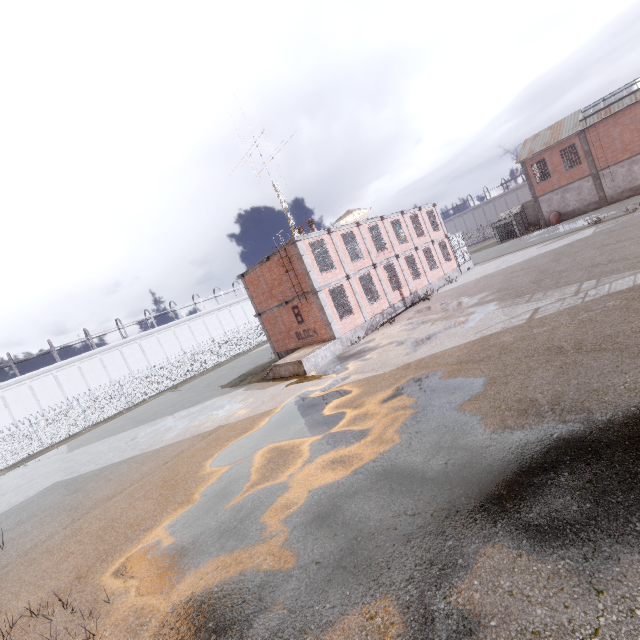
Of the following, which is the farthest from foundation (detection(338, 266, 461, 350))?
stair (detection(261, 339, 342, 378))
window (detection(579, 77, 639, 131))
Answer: window (detection(579, 77, 639, 131))

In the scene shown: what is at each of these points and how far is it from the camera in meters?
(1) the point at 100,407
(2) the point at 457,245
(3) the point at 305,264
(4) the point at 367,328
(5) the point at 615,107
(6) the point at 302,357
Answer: (1) fence, 34.9
(2) cage, 31.1
(3) trim, 18.3
(4) foundation, 20.7
(5) window, 34.0
(6) stair, 17.2

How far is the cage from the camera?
30.4 meters

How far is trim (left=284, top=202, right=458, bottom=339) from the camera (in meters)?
18.47

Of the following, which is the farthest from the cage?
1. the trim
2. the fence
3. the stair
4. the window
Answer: the stair

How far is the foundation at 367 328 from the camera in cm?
1942

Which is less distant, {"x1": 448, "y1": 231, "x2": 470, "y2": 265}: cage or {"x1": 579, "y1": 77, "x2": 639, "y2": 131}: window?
{"x1": 448, "y1": 231, "x2": 470, "y2": 265}: cage

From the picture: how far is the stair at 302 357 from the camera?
17.1m
